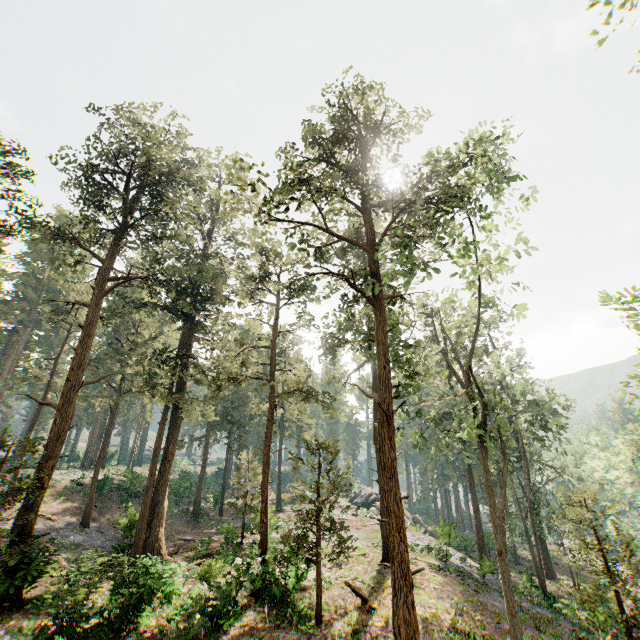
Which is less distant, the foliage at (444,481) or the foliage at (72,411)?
the foliage at (72,411)

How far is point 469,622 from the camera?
14.4m

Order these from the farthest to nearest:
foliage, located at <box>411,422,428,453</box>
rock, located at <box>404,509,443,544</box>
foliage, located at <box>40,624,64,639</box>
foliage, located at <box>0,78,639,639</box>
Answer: rock, located at <box>404,509,443,544</box>, foliage, located at <box>0,78,639,639</box>, foliage, located at <box>411,422,428,453</box>, foliage, located at <box>40,624,64,639</box>

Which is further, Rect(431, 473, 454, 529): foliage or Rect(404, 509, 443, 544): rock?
Rect(404, 509, 443, 544): rock

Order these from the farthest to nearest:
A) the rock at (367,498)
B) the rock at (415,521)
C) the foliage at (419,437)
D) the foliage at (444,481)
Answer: the rock at (367,498)
the rock at (415,521)
the foliage at (444,481)
the foliage at (419,437)

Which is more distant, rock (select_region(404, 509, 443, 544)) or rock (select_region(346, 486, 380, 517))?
rock (select_region(346, 486, 380, 517))

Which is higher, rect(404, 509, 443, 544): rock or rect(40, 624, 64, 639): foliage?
rect(40, 624, 64, 639): foliage

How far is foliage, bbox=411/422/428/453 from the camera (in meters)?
12.46
